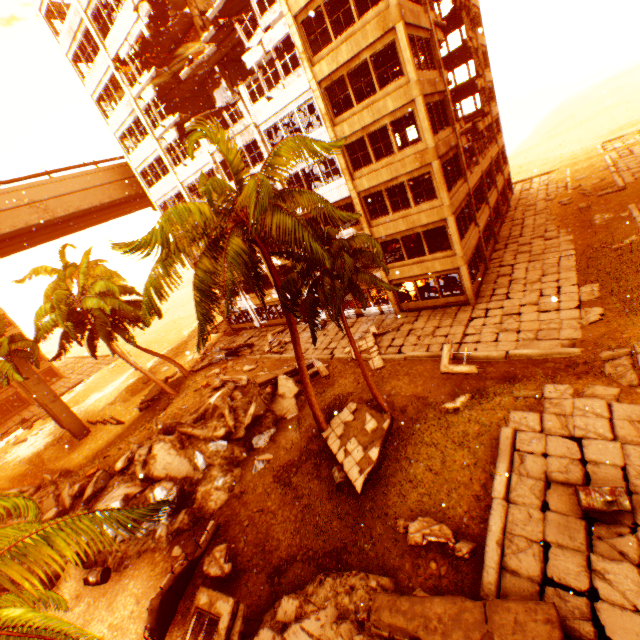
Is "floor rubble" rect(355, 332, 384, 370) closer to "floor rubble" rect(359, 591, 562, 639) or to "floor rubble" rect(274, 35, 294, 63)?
"floor rubble" rect(359, 591, 562, 639)

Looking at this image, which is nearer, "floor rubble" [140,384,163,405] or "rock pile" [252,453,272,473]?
"rock pile" [252,453,272,473]

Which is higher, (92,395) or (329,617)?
(329,617)

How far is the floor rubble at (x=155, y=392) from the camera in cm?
2917

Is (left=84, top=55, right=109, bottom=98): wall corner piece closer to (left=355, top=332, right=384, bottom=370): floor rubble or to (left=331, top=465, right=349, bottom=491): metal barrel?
(left=355, top=332, right=384, bottom=370): floor rubble

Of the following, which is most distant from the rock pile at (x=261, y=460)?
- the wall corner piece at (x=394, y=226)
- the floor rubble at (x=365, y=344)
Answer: the floor rubble at (x=365, y=344)

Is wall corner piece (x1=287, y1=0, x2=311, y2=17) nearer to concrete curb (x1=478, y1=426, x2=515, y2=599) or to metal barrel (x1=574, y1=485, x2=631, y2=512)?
metal barrel (x1=574, y1=485, x2=631, y2=512)

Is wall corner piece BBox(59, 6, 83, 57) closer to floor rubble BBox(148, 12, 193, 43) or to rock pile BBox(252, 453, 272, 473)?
floor rubble BBox(148, 12, 193, 43)
